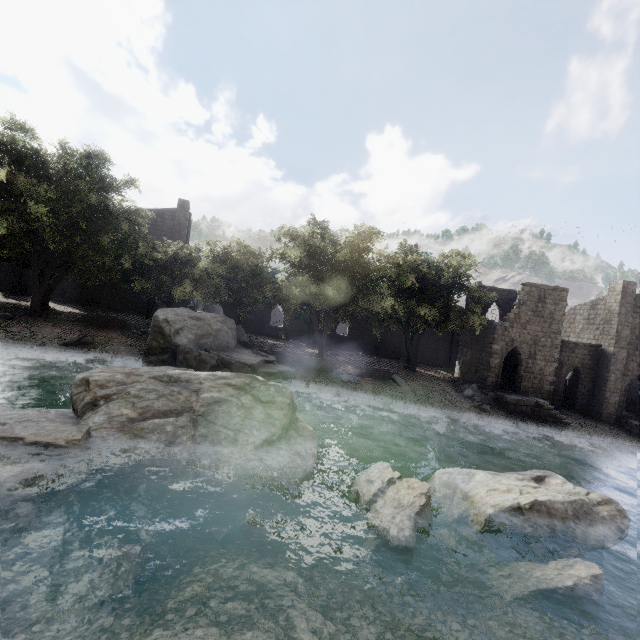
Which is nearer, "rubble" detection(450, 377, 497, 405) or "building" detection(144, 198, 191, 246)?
"rubble" detection(450, 377, 497, 405)

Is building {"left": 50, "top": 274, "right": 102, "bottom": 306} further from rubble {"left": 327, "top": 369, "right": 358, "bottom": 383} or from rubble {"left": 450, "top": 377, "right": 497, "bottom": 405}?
rubble {"left": 327, "top": 369, "right": 358, "bottom": 383}

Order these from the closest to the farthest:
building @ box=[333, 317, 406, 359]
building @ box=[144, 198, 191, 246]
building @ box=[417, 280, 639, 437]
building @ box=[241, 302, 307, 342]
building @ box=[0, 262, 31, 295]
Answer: building @ box=[417, 280, 639, 437] < building @ box=[0, 262, 31, 295] < building @ box=[144, 198, 191, 246] < building @ box=[241, 302, 307, 342] < building @ box=[333, 317, 406, 359]

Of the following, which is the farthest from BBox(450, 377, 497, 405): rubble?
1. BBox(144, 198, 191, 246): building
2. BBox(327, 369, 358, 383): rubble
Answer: BBox(327, 369, 358, 383): rubble

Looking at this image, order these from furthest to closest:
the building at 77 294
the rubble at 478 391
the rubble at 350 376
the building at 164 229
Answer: A: the building at 164 229 < the building at 77 294 < the rubble at 478 391 < the rubble at 350 376

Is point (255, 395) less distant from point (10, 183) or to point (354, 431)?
point (354, 431)

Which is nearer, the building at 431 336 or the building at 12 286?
the building at 431 336
